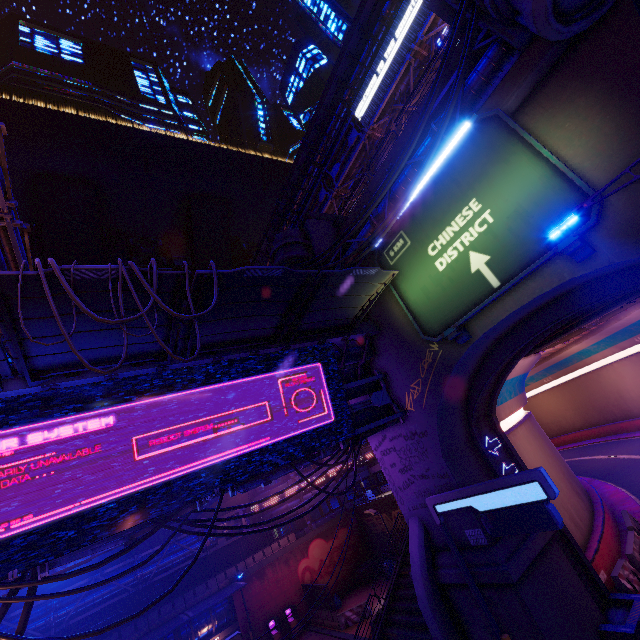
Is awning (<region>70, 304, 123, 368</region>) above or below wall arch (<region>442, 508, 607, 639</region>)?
above

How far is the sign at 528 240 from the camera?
10.1m

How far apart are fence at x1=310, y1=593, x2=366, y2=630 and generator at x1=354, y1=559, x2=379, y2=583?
5.12m

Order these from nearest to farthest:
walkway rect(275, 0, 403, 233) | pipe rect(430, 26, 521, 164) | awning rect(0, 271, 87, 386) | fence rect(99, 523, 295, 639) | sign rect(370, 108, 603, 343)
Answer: awning rect(0, 271, 87, 386) → sign rect(370, 108, 603, 343) → pipe rect(430, 26, 521, 164) → fence rect(99, 523, 295, 639) → walkway rect(275, 0, 403, 233)

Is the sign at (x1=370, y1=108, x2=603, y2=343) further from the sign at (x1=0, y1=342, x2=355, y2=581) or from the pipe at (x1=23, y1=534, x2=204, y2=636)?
the pipe at (x1=23, y1=534, x2=204, y2=636)

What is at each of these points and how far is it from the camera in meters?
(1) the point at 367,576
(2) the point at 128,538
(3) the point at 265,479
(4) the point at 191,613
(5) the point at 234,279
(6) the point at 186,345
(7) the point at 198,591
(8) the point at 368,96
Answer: (1) generator, 30.2
(2) pipe, 10.5
(3) pipe, 13.5
(4) awning, 22.6
(5) awning, 9.7
(6) awning, 11.4
(7) fence, 26.0
(8) sign, 34.8

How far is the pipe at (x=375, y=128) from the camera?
29.94m
